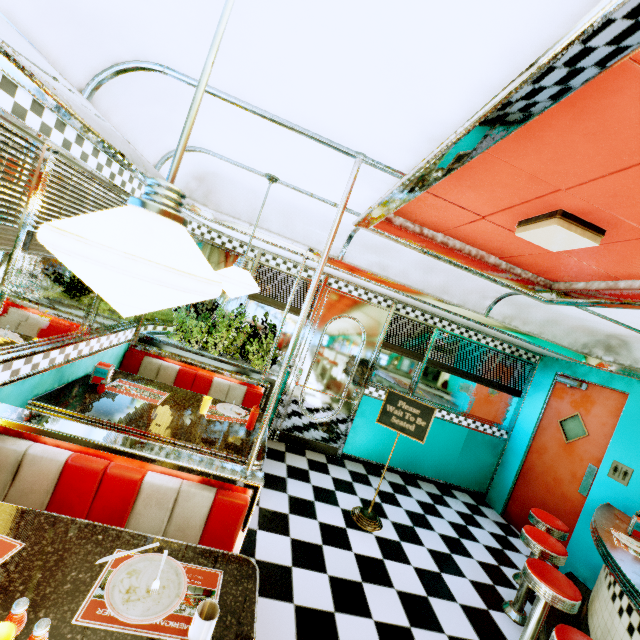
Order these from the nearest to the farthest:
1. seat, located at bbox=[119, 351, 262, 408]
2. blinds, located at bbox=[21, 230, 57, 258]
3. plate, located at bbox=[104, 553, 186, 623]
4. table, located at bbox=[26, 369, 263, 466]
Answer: plate, located at bbox=[104, 553, 186, 623], blinds, located at bbox=[21, 230, 57, 258], table, located at bbox=[26, 369, 263, 466], seat, located at bbox=[119, 351, 262, 408]

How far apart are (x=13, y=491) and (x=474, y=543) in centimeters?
478cm

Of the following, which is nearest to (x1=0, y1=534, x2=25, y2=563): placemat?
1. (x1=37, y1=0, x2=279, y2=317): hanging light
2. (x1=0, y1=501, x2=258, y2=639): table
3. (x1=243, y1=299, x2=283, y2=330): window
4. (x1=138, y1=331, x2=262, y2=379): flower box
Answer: (x1=0, y1=501, x2=258, y2=639): table

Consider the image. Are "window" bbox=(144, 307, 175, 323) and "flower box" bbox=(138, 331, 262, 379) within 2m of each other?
yes

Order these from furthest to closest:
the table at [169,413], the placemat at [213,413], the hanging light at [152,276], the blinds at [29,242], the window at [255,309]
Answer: the window at [255,309], the placemat at [213,413], the table at [169,413], the blinds at [29,242], the hanging light at [152,276]

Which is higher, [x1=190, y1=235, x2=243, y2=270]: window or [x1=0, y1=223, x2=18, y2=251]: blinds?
[x1=190, y1=235, x2=243, y2=270]: window

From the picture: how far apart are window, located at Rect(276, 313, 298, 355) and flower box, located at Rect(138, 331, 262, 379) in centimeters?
13cm

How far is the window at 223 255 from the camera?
4.34m
